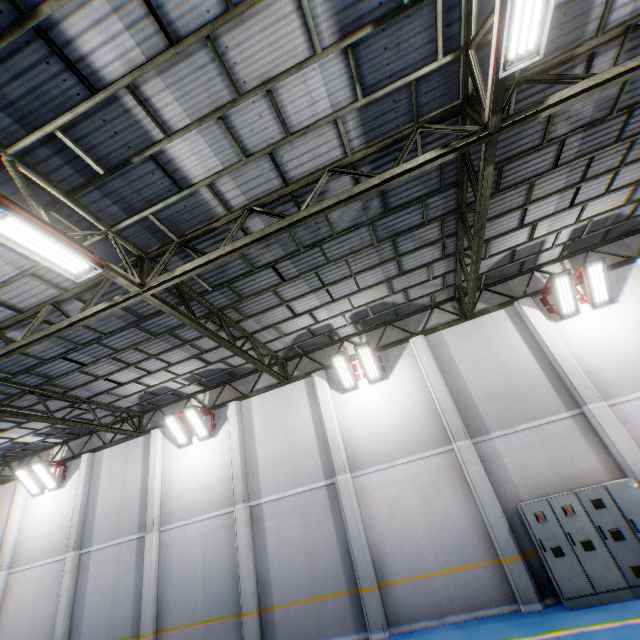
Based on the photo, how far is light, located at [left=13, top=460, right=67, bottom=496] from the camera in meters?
14.7

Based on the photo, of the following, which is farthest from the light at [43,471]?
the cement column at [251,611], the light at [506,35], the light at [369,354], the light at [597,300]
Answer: → the light at [597,300]

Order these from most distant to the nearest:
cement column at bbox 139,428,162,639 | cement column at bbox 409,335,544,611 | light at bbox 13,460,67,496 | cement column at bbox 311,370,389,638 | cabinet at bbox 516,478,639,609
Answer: light at bbox 13,460,67,496, cement column at bbox 139,428,162,639, cement column at bbox 311,370,389,638, cement column at bbox 409,335,544,611, cabinet at bbox 516,478,639,609

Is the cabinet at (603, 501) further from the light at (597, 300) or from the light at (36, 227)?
the light at (36, 227)

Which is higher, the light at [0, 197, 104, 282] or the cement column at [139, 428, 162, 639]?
the light at [0, 197, 104, 282]

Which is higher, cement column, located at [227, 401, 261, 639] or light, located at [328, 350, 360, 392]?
light, located at [328, 350, 360, 392]

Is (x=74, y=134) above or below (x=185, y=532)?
above

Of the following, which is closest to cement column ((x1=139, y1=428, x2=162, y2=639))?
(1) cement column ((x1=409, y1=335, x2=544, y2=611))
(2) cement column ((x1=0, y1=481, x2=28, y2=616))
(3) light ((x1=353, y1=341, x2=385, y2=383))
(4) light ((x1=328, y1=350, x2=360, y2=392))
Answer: (2) cement column ((x1=0, y1=481, x2=28, y2=616))
